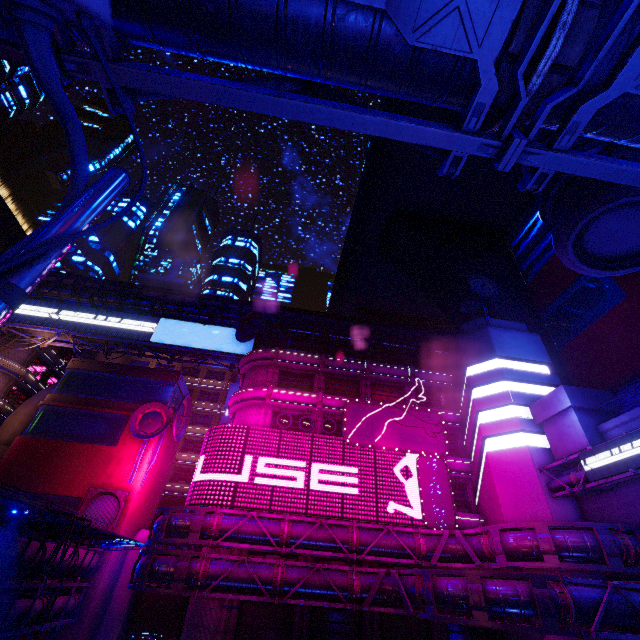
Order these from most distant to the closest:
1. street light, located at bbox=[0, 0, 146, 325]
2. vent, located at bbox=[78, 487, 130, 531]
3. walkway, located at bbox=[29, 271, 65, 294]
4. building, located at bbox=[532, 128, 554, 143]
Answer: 1. walkway, located at bbox=[29, 271, 65, 294]
2. vent, located at bbox=[78, 487, 130, 531]
3. building, located at bbox=[532, 128, 554, 143]
4. street light, located at bbox=[0, 0, 146, 325]

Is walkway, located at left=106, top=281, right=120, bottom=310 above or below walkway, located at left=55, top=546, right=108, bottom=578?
above

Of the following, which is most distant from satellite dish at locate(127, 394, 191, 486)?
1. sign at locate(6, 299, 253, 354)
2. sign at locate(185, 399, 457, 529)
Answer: sign at locate(6, 299, 253, 354)

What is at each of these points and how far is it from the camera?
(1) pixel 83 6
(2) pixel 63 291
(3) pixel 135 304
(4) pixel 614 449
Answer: (1) street light, 0.96m
(2) walkway, 43.19m
(3) walkway, 43.75m
(4) sign, 19.80m

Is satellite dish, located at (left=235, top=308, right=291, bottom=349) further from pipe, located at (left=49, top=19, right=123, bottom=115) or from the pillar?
the pillar

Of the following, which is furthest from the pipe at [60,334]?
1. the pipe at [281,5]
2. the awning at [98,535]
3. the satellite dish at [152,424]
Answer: the awning at [98,535]

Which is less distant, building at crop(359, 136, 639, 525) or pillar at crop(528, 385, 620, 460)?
building at crop(359, 136, 639, 525)

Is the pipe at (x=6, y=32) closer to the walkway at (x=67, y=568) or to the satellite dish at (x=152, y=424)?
the walkway at (x=67, y=568)
